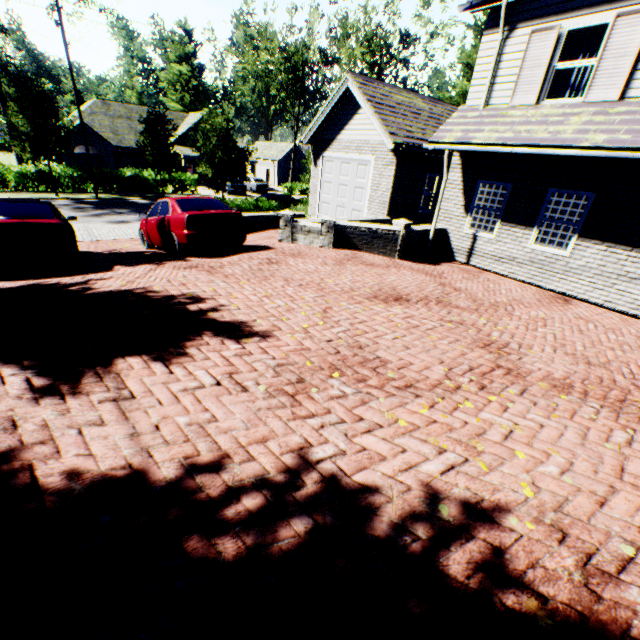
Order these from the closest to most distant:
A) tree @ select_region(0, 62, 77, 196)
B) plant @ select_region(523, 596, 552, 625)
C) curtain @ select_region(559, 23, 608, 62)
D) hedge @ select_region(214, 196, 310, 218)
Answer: plant @ select_region(523, 596, 552, 625) < curtain @ select_region(559, 23, 608, 62) < hedge @ select_region(214, 196, 310, 218) < tree @ select_region(0, 62, 77, 196)

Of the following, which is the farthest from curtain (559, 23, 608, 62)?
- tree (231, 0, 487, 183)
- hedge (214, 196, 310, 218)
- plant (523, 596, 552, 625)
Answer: tree (231, 0, 487, 183)

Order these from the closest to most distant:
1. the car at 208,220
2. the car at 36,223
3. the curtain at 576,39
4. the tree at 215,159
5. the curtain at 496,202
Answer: the car at 36,223, the curtain at 576,39, the car at 208,220, the curtain at 496,202, the tree at 215,159

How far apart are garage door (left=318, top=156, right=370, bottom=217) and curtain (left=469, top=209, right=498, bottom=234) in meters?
4.6

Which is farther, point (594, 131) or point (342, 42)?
point (342, 42)

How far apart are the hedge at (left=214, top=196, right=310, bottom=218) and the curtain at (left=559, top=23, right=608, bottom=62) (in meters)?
13.26

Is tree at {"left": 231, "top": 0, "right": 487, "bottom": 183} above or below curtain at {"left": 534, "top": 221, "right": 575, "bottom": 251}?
above

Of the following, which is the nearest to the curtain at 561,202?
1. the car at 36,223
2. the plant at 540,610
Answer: the plant at 540,610
